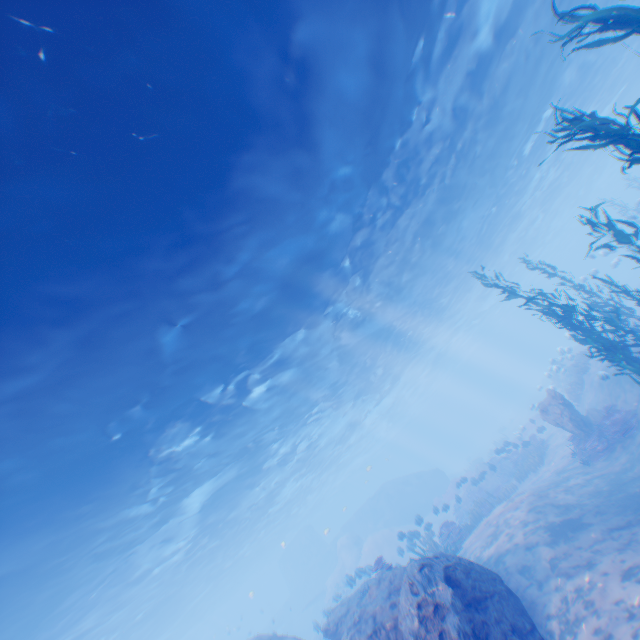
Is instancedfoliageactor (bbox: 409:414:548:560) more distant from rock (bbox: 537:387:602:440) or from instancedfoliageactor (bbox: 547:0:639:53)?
instancedfoliageactor (bbox: 547:0:639:53)

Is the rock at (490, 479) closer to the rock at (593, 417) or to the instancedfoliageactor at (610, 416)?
the instancedfoliageactor at (610, 416)

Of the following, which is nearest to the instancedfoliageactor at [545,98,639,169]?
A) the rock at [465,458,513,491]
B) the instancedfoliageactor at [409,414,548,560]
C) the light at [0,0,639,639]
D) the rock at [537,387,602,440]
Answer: the rock at [465,458,513,491]

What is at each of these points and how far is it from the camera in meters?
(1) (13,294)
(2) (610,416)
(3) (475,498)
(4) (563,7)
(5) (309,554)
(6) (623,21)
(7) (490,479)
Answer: (1) light, 6.8 m
(2) instancedfoliageactor, 12.9 m
(3) instancedfoliageactor, 23.7 m
(4) light, 14.1 m
(5) submarine, 46.5 m
(6) instancedfoliageactor, 5.8 m
(7) rock, 24.8 m

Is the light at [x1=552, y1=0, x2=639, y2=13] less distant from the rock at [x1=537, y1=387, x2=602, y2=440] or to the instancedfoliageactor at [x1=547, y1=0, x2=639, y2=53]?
the instancedfoliageactor at [x1=547, y1=0, x2=639, y2=53]

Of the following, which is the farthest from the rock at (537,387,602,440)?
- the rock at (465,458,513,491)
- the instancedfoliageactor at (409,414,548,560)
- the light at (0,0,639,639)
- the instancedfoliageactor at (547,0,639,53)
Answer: the instancedfoliageactor at (547,0,639,53)

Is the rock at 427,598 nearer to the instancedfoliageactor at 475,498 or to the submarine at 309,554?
the submarine at 309,554

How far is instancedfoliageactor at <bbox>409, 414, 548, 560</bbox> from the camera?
16.7 meters
